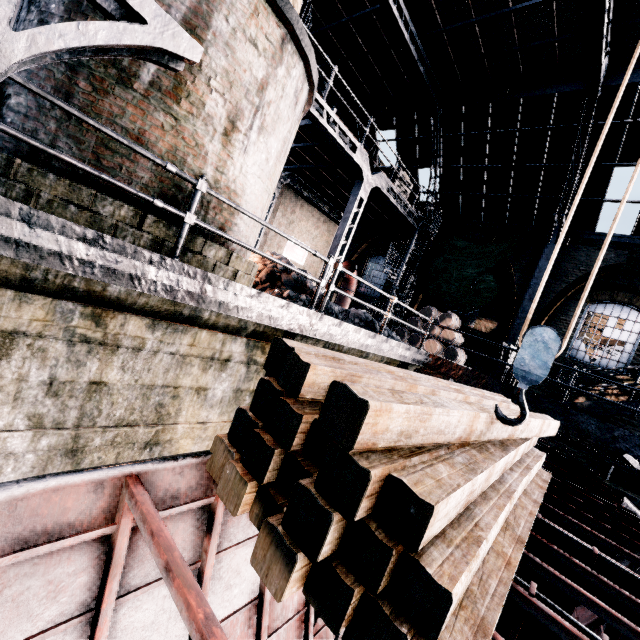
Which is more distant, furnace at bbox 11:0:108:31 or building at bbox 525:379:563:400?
building at bbox 525:379:563:400

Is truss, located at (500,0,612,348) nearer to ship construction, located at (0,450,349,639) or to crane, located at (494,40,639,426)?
ship construction, located at (0,450,349,639)

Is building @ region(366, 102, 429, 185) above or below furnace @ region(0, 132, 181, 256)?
above

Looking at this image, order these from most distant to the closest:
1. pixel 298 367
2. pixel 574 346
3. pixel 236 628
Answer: pixel 574 346 → pixel 236 628 → pixel 298 367

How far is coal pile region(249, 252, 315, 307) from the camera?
7.2 meters

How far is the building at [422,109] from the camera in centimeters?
1612cm

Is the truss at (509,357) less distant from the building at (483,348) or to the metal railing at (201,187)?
the building at (483,348)

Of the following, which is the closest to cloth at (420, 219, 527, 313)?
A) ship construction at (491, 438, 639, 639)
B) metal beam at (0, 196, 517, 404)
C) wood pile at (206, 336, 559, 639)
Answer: metal beam at (0, 196, 517, 404)
